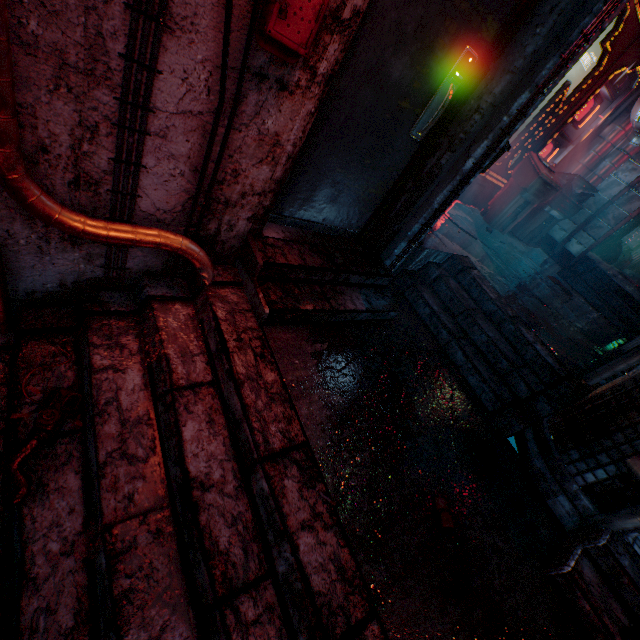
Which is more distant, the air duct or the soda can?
the air duct

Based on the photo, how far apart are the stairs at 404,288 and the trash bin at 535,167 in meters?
2.3 m

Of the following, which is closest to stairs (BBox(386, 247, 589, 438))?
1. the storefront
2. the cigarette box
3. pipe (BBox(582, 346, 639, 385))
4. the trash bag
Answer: pipe (BBox(582, 346, 639, 385))

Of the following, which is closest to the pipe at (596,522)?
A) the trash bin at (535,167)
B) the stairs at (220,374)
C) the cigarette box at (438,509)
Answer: the cigarette box at (438,509)

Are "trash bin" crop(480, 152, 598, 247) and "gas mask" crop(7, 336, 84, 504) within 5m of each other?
no

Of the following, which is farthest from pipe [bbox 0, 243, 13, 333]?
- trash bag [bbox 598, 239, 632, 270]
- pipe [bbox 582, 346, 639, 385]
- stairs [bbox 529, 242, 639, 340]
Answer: trash bag [bbox 598, 239, 632, 270]

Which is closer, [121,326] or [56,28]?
[56,28]

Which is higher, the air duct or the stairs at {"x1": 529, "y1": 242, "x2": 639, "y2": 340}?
the air duct
